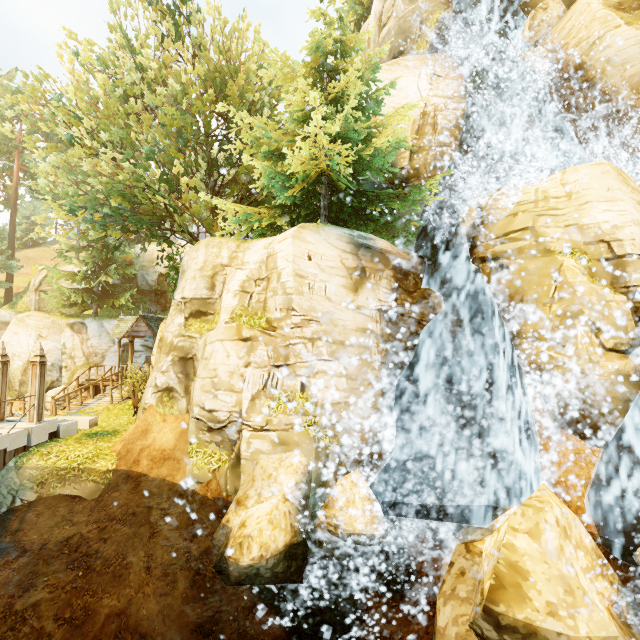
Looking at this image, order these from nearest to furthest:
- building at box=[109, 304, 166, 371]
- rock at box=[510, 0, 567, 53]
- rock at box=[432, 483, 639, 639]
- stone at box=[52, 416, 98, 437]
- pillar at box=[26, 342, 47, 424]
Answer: rock at box=[432, 483, 639, 639] < pillar at box=[26, 342, 47, 424] < stone at box=[52, 416, 98, 437] < rock at box=[510, 0, 567, 53] < building at box=[109, 304, 166, 371]

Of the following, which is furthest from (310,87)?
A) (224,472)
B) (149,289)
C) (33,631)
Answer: (149,289)

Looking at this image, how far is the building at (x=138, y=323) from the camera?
20.3 meters

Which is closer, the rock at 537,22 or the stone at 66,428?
the stone at 66,428

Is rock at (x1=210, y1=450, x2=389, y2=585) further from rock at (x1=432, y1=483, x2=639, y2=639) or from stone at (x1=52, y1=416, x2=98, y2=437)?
stone at (x1=52, y1=416, x2=98, y2=437)

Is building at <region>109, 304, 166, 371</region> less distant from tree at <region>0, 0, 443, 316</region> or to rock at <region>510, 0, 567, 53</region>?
tree at <region>0, 0, 443, 316</region>

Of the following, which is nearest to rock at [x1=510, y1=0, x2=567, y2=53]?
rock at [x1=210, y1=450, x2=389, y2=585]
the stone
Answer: rock at [x1=210, y1=450, x2=389, y2=585]

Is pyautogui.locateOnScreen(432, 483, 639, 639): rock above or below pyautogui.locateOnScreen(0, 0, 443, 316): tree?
below
